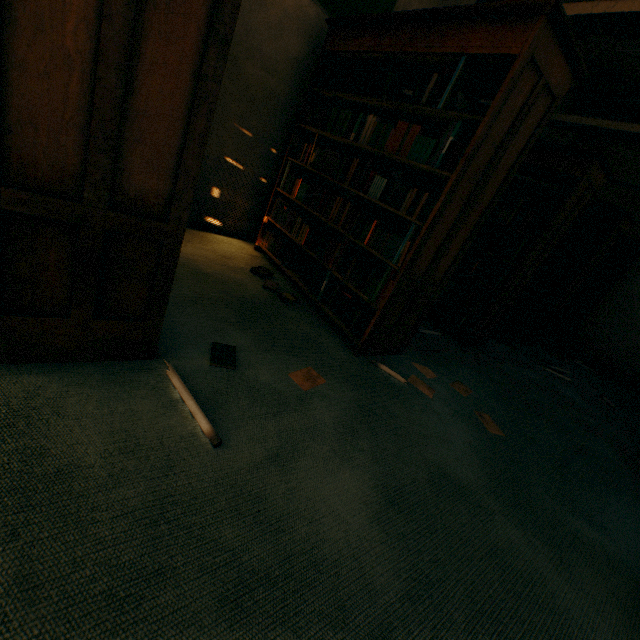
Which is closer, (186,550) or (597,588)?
(186,550)

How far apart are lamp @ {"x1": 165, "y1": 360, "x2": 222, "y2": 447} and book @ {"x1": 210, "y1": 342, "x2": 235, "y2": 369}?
0.20m

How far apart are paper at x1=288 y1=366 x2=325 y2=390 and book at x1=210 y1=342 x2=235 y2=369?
0.3 meters

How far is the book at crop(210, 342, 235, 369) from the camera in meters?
1.7 m

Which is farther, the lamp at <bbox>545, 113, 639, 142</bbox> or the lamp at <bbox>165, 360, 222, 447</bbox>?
the lamp at <bbox>545, 113, 639, 142</bbox>

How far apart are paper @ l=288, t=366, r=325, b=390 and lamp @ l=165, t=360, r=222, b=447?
0.6 meters

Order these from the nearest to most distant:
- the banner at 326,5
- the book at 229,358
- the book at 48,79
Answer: the book at 48,79
the book at 229,358
the banner at 326,5

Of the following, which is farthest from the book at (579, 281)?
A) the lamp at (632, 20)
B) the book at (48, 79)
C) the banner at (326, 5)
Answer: the book at (48, 79)
